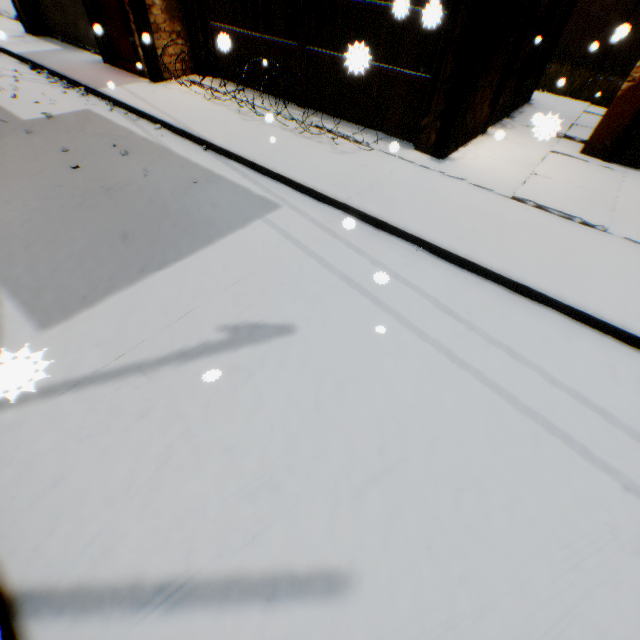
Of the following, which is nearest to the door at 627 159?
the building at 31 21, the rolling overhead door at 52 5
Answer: the building at 31 21

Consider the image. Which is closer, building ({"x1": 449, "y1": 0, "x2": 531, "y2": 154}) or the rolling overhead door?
building ({"x1": 449, "y1": 0, "x2": 531, "y2": 154})

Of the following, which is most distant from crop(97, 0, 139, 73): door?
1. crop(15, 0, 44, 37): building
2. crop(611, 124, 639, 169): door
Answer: crop(611, 124, 639, 169): door

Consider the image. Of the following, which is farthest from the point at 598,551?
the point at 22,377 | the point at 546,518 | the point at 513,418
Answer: the point at 22,377

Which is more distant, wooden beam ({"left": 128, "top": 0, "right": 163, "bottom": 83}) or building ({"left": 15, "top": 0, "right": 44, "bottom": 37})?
building ({"left": 15, "top": 0, "right": 44, "bottom": 37})

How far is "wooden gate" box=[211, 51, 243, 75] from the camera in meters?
7.6 m

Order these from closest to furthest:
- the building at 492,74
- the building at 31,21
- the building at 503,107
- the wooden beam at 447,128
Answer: the wooden beam at 447,128 < the building at 492,74 < the building at 503,107 < the building at 31,21

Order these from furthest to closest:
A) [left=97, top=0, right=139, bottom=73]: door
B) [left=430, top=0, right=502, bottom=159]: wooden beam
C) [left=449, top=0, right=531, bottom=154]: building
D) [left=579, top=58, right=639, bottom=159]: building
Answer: [left=97, top=0, right=139, bottom=73]: door < [left=579, top=58, right=639, bottom=159]: building < [left=449, top=0, right=531, bottom=154]: building < [left=430, top=0, right=502, bottom=159]: wooden beam
